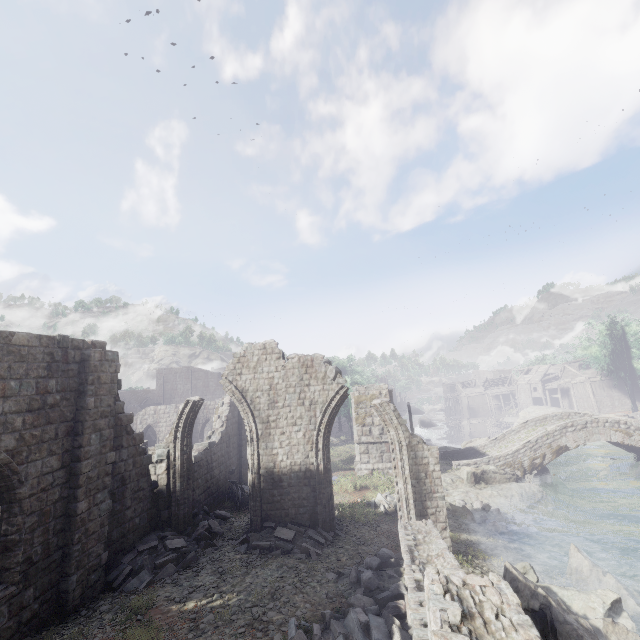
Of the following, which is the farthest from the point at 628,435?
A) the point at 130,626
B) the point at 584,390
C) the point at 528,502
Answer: the point at 584,390

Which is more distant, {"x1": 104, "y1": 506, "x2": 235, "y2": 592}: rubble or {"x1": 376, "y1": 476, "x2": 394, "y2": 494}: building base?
{"x1": 376, "y1": 476, "x2": 394, "y2": 494}: building base

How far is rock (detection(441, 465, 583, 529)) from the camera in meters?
18.2

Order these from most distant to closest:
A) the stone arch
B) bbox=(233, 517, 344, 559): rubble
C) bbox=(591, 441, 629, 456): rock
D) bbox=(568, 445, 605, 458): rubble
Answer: bbox=(568, 445, 605, 458): rubble < bbox=(591, 441, 629, 456): rock < the stone arch < bbox=(233, 517, 344, 559): rubble

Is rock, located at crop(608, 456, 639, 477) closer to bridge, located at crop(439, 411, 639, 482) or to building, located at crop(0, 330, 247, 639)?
bridge, located at crop(439, 411, 639, 482)

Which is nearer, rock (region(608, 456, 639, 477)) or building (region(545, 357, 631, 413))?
rock (region(608, 456, 639, 477))

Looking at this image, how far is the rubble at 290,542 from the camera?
10.96m

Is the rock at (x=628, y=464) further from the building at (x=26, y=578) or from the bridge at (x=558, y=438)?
the building at (x=26, y=578)
